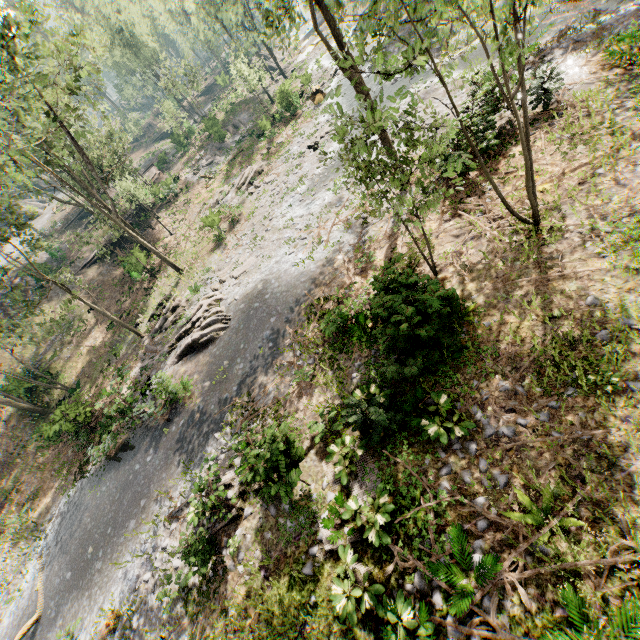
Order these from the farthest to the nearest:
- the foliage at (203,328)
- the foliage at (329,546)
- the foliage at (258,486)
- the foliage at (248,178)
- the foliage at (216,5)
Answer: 1. the foliage at (248,178)
2. the foliage at (203,328)
3. the foliage at (258,486)
4. the foliage at (329,546)
5. the foliage at (216,5)

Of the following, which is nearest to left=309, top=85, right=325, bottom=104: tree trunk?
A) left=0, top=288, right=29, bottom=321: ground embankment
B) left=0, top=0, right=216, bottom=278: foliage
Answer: left=0, top=0, right=216, bottom=278: foliage

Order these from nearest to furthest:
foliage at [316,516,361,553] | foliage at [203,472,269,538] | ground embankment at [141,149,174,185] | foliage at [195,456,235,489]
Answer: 1. foliage at [316,516,361,553]
2. foliage at [203,472,269,538]
3. foliage at [195,456,235,489]
4. ground embankment at [141,149,174,185]

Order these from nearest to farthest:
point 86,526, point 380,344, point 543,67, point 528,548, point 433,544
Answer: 1. point 528,548
2. point 433,544
3. point 380,344
4. point 543,67
5. point 86,526

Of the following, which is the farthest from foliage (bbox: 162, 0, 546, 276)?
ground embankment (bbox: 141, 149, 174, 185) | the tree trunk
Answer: the tree trunk

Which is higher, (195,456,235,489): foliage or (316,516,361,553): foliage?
(316,516,361,553): foliage

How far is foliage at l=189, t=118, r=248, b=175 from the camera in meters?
39.1 m

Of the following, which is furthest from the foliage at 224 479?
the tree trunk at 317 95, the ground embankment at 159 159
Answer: the tree trunk at 317 95
